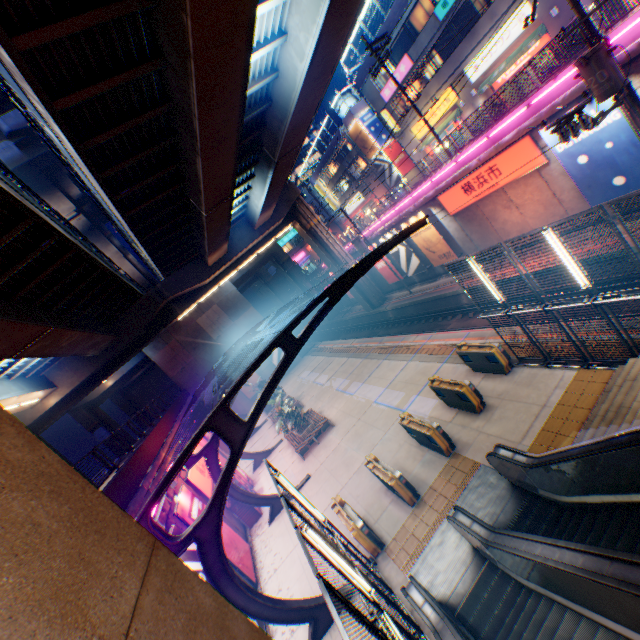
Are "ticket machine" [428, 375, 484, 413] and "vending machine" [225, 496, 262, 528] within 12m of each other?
yes

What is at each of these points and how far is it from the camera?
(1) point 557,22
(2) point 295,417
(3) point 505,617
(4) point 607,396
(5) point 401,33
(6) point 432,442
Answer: (1) building, 19.78m
(2) plants, 20.31m
(3) steps, 6.64m
(4) steps, 8.22m
(5) building, 27.03m
(6) ticket machine, 11.31m

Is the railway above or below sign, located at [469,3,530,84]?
below

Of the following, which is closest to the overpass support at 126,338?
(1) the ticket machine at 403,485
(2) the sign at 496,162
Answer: (2) the sign at 496,162

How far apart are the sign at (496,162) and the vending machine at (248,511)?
21.2 meters

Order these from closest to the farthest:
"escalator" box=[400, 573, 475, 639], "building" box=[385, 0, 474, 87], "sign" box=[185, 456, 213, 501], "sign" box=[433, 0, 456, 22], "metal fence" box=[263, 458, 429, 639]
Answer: "metal fence" box=[263, 458, 429, 639] < "escalator" box=[400, 573, 475, 639] < "sign" box=[185, 456, 213, 501] < "sign" box=[433, 0, 456, 22] < "building" box=[385, 0, 474, 87]

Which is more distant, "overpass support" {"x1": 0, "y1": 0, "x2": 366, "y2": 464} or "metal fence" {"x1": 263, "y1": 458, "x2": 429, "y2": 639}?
"overpass support" {"x1": 0, "y1": 0, "x2": 366, "y2": 464}

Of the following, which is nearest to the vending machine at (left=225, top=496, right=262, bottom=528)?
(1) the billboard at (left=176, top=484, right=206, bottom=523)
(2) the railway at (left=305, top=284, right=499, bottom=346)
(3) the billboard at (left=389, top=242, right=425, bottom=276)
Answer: (1) the billboard at (left=176, top=484, right=206, bottom=523)
